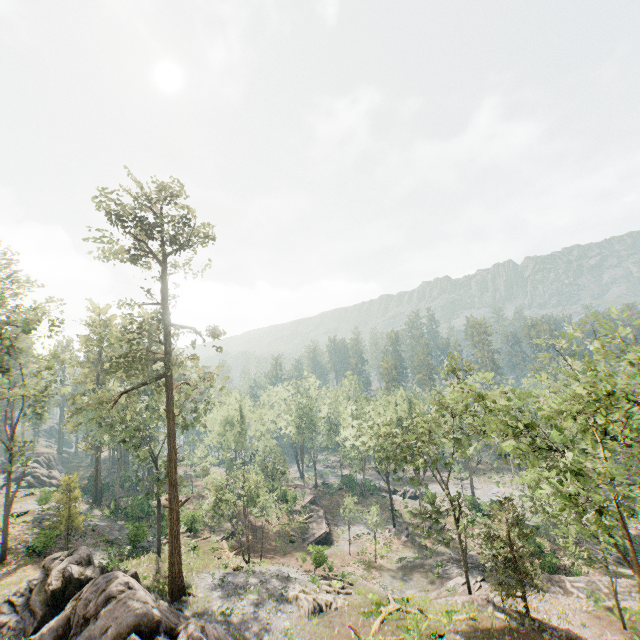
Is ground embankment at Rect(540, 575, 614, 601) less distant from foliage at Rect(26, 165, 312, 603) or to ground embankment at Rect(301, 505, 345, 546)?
foliage at Rect(26, 165, 312, 603)

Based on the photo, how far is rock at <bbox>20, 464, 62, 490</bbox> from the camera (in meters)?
53.55

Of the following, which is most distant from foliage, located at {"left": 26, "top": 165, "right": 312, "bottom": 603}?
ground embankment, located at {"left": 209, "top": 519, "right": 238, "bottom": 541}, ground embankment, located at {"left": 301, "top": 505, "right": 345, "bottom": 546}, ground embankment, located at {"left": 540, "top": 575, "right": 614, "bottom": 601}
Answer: ground embankment, located at {"left": 301, "top": 505, "right": 345, "bottom": 546}

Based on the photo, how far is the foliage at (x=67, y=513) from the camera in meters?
29.8

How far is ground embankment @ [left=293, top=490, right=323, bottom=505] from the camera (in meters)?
54.12

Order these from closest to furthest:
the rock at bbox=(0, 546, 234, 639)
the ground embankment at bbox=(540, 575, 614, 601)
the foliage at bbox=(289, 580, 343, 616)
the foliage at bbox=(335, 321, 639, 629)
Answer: the foliage at bbox=(335, 321, 639, 629) < the rock at bbox=(0, 546, 234, 639) < the foliage at bbox=(289, 580, 343, 616) < the ground embankment at bbox=(540, 575, 614, 601)

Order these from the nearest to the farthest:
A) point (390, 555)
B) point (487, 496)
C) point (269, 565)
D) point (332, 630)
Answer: point (332, 630) < point (269, 565) < point (390, 555) < point (487, 496)

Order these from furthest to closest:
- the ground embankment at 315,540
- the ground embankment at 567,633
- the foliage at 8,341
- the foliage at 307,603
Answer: the ground embankment at 315,540
the foliage at 8,341
the foliage at 307,603
the ground embankment at 567,633
